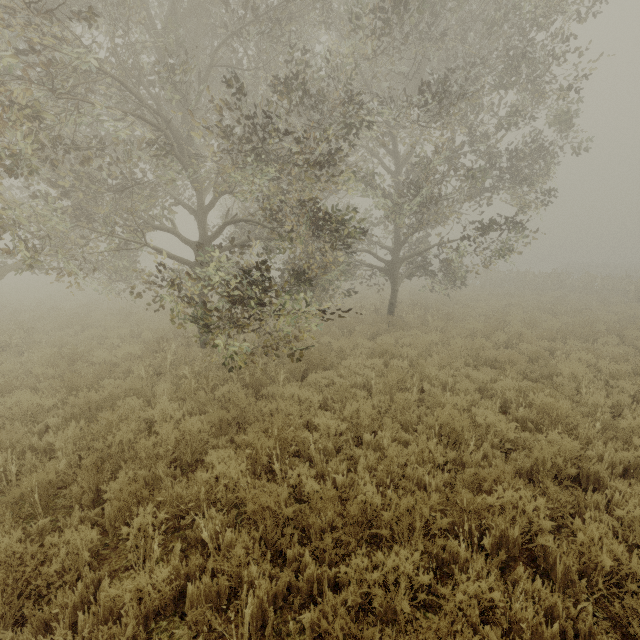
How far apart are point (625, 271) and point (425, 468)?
28.8m

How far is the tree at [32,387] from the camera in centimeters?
665cm

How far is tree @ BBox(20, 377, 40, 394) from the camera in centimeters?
665cm
